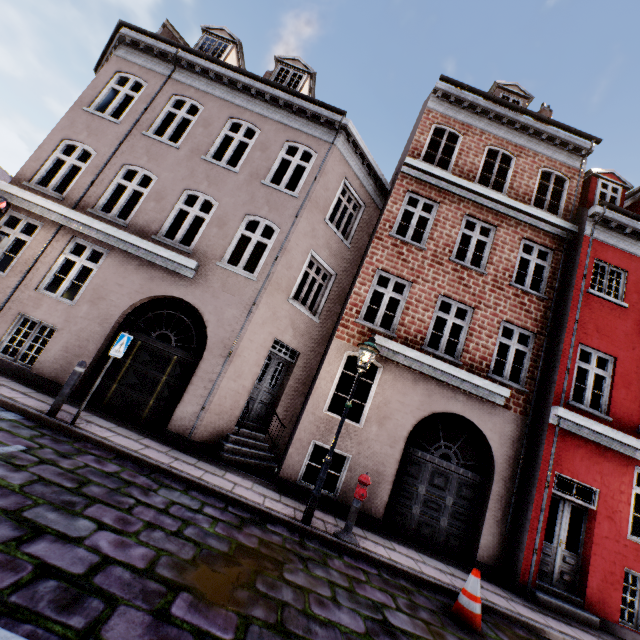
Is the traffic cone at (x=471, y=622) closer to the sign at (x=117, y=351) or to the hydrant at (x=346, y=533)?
the hydrant at (x=346, y=533)

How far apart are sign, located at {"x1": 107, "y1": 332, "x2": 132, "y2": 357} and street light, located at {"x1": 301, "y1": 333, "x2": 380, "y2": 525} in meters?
4.7 m

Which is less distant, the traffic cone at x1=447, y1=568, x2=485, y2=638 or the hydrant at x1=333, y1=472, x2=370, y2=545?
the traffic cone at x1=447, y1=568, x2=485, y2=638

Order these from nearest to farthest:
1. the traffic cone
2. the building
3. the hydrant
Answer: the traffic cone → the hydrant → the building

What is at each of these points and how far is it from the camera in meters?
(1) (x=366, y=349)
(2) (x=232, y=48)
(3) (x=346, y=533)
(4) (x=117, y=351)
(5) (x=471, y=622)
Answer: (1) street light, 6.9
(2) building, 11.9
(3) hydrant, 6.1
(4) sign, 6.5
(5) traffic cone, 4.9

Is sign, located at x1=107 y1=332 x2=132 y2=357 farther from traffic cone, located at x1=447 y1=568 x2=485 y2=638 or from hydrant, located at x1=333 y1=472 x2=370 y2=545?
traffic cone, located at x1=447 y1=568 x2=485 y2=638

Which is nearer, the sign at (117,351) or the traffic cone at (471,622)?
the traffic cone at (471,622)

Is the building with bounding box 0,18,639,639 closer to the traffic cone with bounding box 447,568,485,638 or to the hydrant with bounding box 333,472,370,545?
the hydrant with bounding box 333,472,370,545
